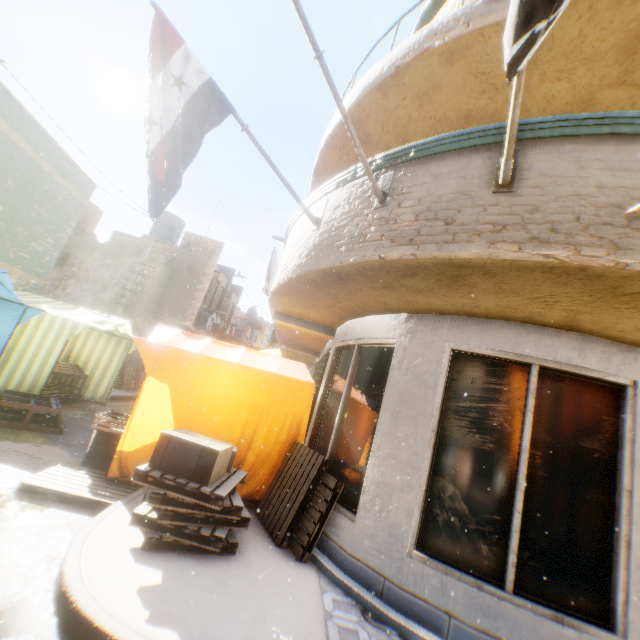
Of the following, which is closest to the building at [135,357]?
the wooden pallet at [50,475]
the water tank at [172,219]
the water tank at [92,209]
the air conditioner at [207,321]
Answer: the air conditioner at [207,321]

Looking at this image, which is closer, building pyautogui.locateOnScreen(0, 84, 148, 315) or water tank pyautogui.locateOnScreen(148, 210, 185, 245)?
building pyautogui.locateOnScreen(0, 84, 148, 315)

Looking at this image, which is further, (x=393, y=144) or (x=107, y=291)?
(x=107, y=291)

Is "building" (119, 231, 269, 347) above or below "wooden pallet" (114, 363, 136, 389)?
above

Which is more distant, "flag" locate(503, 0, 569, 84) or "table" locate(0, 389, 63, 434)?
"table" locate(0, 389, 63, 434)

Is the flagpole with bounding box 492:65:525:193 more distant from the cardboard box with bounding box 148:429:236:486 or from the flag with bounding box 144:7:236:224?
the cardboard box with bounding box 148:429:236:486

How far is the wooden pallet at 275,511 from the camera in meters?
4.1

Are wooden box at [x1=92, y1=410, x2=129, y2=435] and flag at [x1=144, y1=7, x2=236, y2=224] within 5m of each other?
yes
